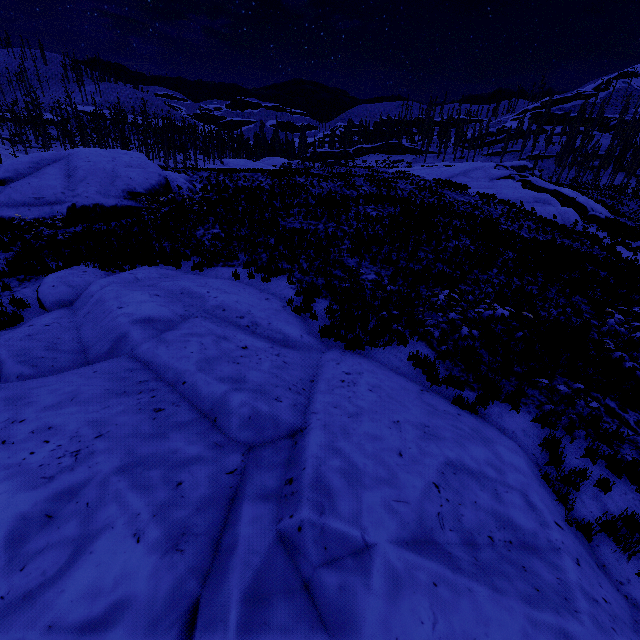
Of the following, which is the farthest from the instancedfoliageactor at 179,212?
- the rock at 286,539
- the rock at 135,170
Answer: the rock at 135,170

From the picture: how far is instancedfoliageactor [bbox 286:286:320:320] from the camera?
9.7m

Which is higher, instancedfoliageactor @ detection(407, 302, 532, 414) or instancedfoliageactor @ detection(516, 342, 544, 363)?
instancedfoliageactor @ detection(516, 342, 544, 363)

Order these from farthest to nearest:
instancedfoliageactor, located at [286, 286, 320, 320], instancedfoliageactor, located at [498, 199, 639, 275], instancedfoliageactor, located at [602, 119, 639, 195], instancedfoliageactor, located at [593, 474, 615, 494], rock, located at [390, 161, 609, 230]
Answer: instancedfoliageactor, located at [602, 119, 639, 195] < rock, located at [390, 161, 609, 230] < instancedfoliageactor, located at [498, 199, 639, 275] < instancedfoliageactor, located at [286, 286, 320, 320] < instancedfoliageactor, located at [593, 474, 615, 494]

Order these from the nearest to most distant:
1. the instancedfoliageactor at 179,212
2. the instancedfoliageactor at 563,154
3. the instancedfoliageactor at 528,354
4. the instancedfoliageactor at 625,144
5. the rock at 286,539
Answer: the rock at 286,539 → the instancedfoliageactor at 528,354 → the instancedfoliageactor at 179,212 → the instancedfoliageactor at 625,144 → the instancedfoliageactor at 563,154

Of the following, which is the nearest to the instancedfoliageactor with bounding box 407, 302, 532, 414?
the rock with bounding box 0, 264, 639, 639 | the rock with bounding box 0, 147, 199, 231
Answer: the rock with bounding box 0, 264, 639, 639

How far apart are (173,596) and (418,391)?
5.29m

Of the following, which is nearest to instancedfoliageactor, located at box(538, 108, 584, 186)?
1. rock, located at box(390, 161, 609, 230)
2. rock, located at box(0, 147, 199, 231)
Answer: rock, located at box(0, 147, 199, 231)
